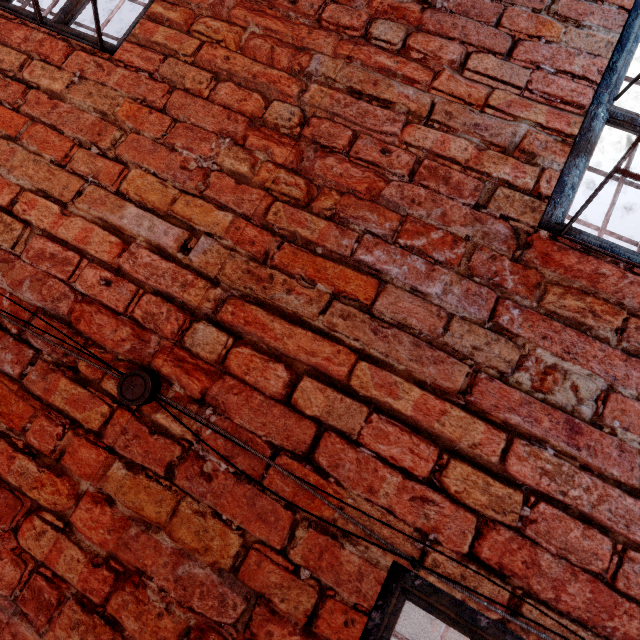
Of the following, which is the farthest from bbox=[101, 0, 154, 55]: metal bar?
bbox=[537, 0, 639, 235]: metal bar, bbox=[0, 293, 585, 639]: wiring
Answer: bbox=[537, 0, 639, 235]: metal bar

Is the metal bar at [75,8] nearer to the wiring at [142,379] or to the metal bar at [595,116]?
the wiring at [142,379]

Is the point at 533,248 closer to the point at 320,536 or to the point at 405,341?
the point at 405,341

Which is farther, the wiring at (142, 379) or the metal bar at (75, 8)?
the metal bar at (75, 8)

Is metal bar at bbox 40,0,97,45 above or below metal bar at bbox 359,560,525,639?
above

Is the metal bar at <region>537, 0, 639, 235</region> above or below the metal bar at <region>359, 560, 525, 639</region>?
above
